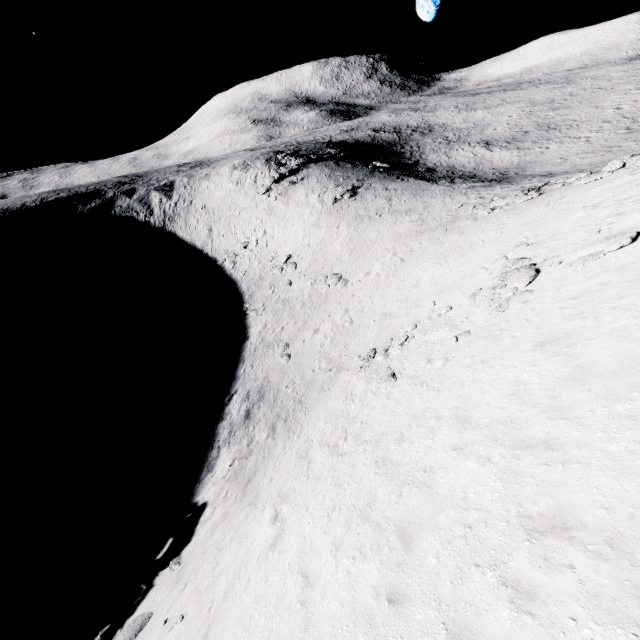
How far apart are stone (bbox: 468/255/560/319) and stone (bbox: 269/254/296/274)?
26.9 meters

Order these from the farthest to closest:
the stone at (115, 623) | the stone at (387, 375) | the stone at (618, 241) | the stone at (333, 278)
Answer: the stone at (333, 278) < the stone at (387, 375) < the stone at (618, 241) < the stone at (115, 623)

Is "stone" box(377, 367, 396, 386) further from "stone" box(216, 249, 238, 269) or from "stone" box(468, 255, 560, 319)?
"stone" box(216, 249, 238, 269)

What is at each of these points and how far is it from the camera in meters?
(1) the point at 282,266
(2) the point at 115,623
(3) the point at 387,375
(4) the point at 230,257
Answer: (1) stone, 42.7 m
(2) stone, 11.1 m
(3) stone, 16.7 m
(4) stone, 48.1 m

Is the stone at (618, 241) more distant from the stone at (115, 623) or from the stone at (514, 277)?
the stone at (115, 623)

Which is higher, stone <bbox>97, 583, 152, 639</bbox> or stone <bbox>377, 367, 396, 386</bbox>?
stone <bbox>377, 367, 396, 386</bbox>

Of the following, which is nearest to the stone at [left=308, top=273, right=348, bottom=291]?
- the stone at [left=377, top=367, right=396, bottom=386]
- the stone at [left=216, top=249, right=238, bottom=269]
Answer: the stone at [left=216, top=249, right=238, bottom=269]

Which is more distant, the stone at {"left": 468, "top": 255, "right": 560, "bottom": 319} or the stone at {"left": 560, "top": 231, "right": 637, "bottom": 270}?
the stone at {"left": 468, "top": 255, "right": 560, "bottom": 319}
